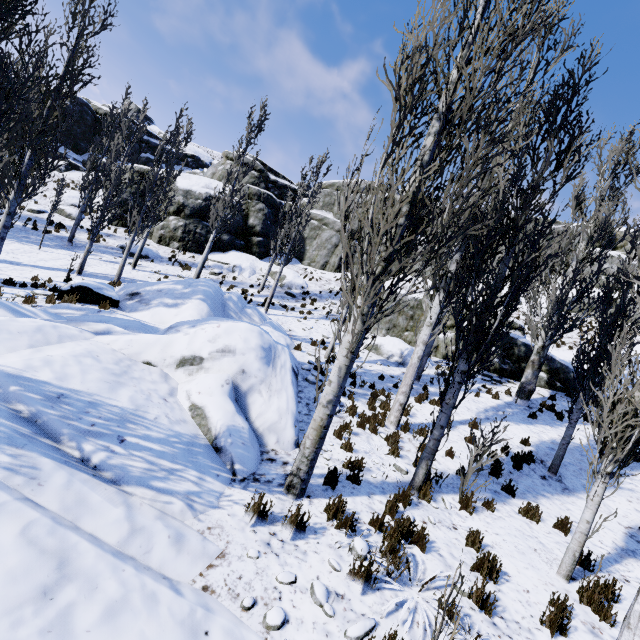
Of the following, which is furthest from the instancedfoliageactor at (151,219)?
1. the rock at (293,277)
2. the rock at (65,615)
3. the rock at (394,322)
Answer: the rock at (293,277)

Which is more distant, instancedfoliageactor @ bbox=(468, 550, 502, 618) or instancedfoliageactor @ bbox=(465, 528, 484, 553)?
instancedfoliageactor @ bbox=(465, 528, 484, 553)

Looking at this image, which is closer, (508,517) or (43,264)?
(508,517)

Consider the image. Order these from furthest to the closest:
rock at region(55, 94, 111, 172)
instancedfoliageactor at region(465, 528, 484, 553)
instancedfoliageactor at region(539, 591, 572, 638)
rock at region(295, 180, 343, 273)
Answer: rock at region(55, 94, 111, 172), rock at region(295, 180, 343, 273), instancedfoliageactor at region(465, 528, 484, 553), instancedfoliageactor at region(539, 591, 572, 638)

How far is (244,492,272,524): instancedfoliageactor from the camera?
4.5 meters

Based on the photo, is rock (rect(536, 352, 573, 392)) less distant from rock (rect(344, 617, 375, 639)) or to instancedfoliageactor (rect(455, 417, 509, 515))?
instancedfoliageactor (rect(455, 417, 509, 515))

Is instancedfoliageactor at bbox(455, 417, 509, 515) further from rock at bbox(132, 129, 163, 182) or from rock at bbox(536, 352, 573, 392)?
rock at bbox(536, 352, 573, 392)

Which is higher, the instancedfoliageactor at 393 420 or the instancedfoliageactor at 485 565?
the instancedfoliageactor at 393 420
